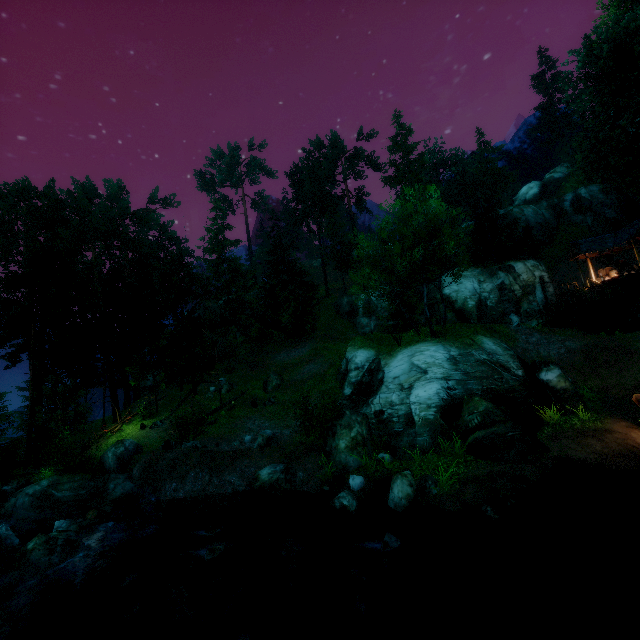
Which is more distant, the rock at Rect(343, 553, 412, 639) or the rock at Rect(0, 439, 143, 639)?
the rock at Rect(0, 439, 143, 639)

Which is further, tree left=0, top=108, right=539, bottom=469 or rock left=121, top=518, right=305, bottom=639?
tree left=0, top=108, right=539, bottom=469

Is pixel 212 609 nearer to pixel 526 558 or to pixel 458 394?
pixel 526 558

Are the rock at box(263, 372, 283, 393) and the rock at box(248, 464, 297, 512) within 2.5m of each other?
no

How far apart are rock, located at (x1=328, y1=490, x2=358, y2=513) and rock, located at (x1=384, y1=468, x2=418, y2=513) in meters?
1.0

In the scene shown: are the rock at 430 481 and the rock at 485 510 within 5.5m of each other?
yes

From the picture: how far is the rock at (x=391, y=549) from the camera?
8.48m

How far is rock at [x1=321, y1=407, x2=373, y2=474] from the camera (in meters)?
13.70
